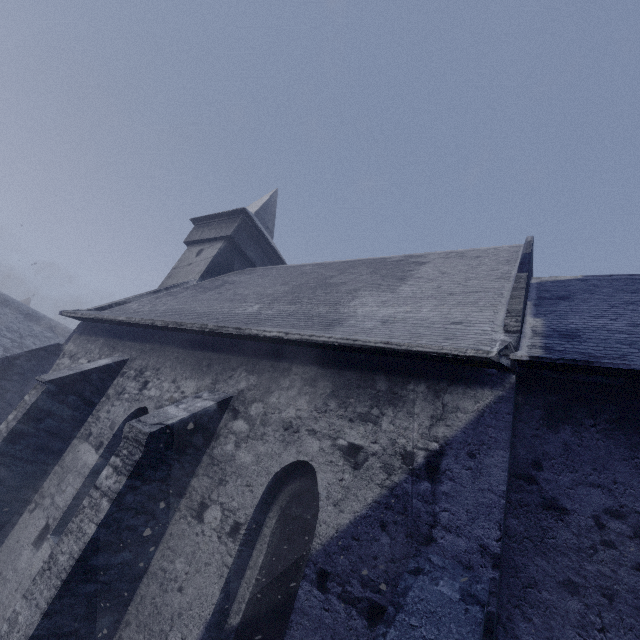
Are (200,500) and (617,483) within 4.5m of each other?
no
